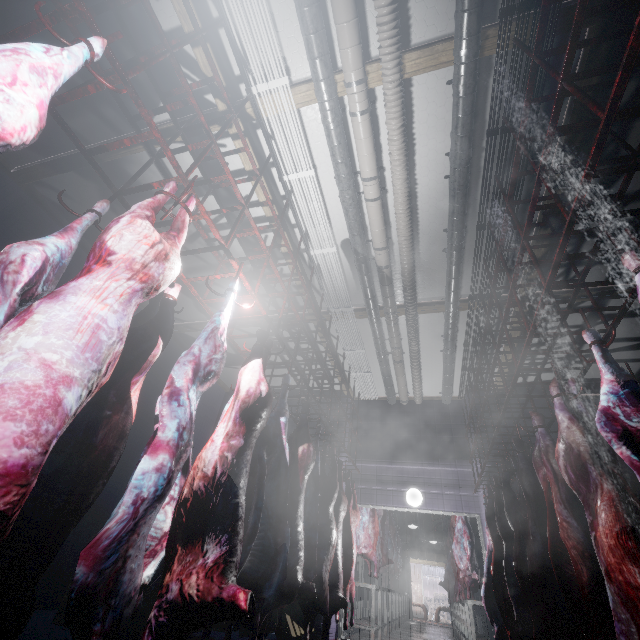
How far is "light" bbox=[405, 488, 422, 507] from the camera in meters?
6.0

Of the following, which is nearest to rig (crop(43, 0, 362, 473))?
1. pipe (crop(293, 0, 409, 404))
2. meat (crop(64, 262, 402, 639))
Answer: meat (crop(64, 262, 402, 639))

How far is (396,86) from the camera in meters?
2.8 m

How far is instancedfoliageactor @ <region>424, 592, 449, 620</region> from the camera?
18.0 meters

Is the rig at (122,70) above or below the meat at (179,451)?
above

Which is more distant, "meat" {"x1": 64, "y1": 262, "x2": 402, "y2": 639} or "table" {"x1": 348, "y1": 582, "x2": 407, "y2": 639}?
"table" {"x1": 348, "y1": 582, "x2": 407, "y2": 639}

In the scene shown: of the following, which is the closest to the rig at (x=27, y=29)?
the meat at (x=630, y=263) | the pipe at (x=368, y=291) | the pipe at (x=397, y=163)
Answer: the pipe at (x=368, y=291)

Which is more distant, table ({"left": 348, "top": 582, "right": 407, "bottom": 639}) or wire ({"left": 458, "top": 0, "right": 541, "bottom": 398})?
table ({"left": 348, "top": 582, "right": 407, "bottom": 639})
